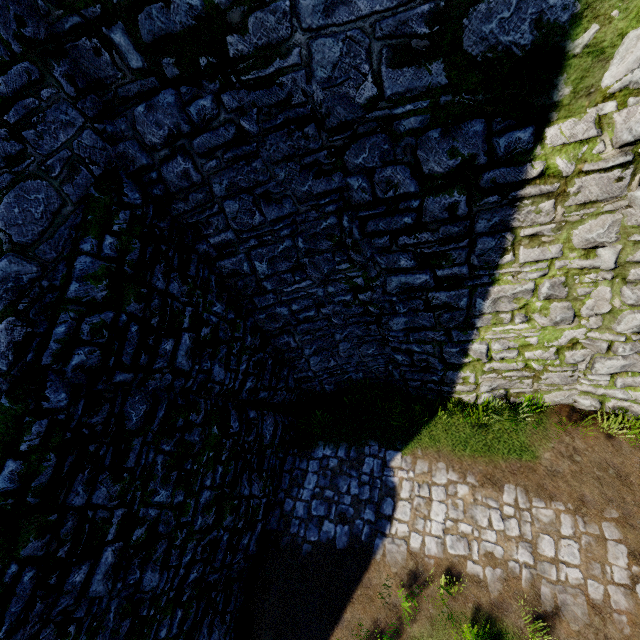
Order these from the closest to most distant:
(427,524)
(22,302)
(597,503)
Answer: (22,302) < (597,503) < (427,524)
